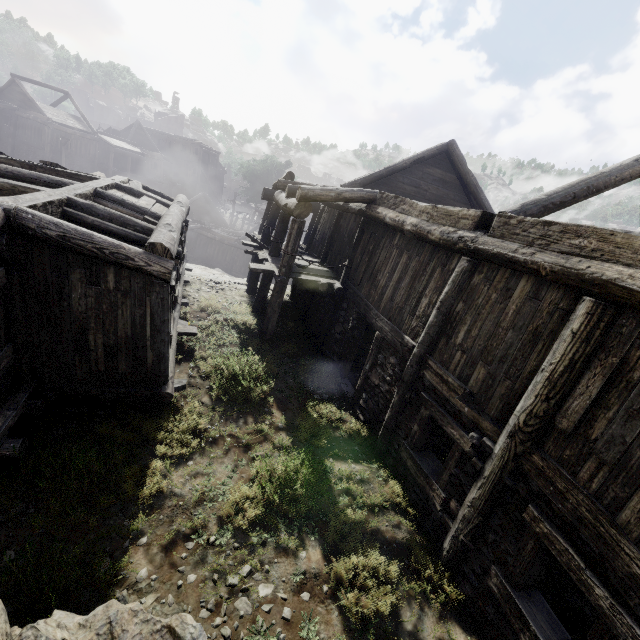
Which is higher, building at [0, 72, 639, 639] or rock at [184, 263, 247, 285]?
building at [0, 72, 639, 639]

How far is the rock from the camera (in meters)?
15.89

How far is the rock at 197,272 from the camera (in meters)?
15.89

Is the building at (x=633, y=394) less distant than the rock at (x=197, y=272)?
Yes

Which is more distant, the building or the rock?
the rock

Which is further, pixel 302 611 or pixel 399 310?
pixel 399 310
